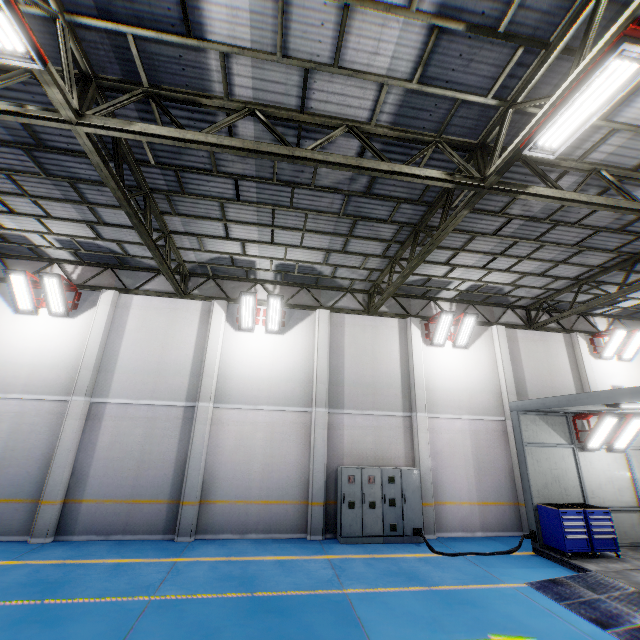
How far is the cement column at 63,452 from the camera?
9.42m

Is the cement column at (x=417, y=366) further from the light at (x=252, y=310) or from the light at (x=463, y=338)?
the light at (x=252, y=310)

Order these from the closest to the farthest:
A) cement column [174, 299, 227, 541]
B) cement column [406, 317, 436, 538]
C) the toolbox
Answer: the toolbox → cement column [174, 299, 227, 541] → cement column [406, 317, 436, 538]

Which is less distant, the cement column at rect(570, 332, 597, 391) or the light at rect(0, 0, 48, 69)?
the light at rect(0, 0, 48, 69)

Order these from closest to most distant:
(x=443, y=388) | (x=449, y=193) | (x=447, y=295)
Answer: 1. (x=449, y=193)
2. (x=443, y=388)
3. (x=447, y=295)

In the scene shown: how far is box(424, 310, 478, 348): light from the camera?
12.88m

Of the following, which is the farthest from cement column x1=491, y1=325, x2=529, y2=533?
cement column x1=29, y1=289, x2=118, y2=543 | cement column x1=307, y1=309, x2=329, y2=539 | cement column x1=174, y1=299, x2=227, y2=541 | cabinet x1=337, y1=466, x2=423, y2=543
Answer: cement column x1=29, y1=289, x2=118, y2=543

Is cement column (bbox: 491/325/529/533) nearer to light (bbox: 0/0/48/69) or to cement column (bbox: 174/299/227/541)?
cement column (bbox: 174/299/227/541)
